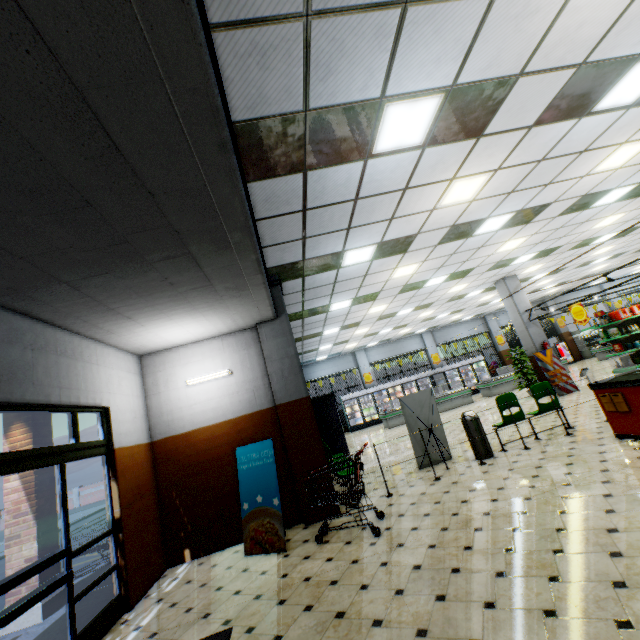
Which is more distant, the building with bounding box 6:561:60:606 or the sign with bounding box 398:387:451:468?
the sign with bounding box 398:387:451:468

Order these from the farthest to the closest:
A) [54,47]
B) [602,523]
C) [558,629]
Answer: [602,523] → [558,629] → [54,47]

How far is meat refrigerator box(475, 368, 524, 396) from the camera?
17.2m

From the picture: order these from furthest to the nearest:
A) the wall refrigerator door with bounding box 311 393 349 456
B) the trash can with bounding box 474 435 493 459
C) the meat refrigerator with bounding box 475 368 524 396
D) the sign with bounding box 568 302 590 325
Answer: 1. the meat refrigerator with bounding box 475 368 524 396
2. the sign with bounding box 568 302 590 325
3. the wall refrigerator door with bounding box 311 393 349 456
4. the trash can with bounding box 474 435 493 459

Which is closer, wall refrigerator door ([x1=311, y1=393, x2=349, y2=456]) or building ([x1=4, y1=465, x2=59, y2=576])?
building ([x1=4, y1=465, x2=59, y2=576])

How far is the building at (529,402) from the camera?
10.38m

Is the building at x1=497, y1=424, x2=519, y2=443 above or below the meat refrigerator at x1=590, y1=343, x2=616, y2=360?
below

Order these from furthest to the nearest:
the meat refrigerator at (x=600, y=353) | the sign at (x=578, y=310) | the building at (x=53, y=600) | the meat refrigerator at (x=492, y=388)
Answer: the meat refrigerator at (x=600, y=353) < the meat refrigerator at (x=492, y=388) < the sign at (x=578, y=310) < the building at (x=53, y=600)
